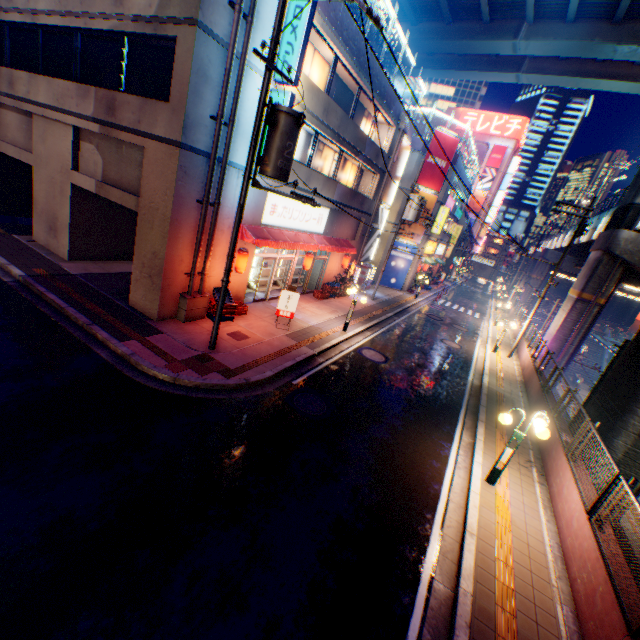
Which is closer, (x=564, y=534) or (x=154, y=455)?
(x=154, y=455)

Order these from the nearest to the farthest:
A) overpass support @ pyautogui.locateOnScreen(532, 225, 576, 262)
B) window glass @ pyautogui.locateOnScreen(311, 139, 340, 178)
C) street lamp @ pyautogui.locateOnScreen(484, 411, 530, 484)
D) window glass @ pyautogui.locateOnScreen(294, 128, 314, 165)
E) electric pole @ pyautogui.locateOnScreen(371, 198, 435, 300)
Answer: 1. street lamp @ pyautogui.locateOnScreen(484, 411, 530, 484)
2. window glass @ pyautogui.locateOnScreen(294, 128, 314, 165)
3. window glass @ pyautogui.locateOnScreen(311, 139, 340, 178)
4. electric pole @ pyautogui.locateOnScreen(371, 198, 435, 300)
5. overpass support @ pyautogui.locateOnScreen(532, 225, 576, 262)

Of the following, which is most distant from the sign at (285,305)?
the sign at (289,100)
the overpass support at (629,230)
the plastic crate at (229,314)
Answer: the overpass support at (629,230)

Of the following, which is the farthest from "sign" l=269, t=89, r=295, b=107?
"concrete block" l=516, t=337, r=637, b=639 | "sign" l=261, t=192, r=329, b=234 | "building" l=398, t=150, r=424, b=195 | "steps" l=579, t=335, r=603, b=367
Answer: "steps" l=579, t=335, r=603, b=367

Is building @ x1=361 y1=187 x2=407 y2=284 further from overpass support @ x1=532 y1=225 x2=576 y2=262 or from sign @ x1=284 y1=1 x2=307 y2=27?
sign @ x1=284 y1=1 x2=307 y2=27

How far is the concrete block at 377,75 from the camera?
16.1 meters

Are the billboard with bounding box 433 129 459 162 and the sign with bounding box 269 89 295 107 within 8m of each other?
no

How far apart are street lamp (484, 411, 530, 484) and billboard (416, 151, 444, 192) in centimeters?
2432cm
